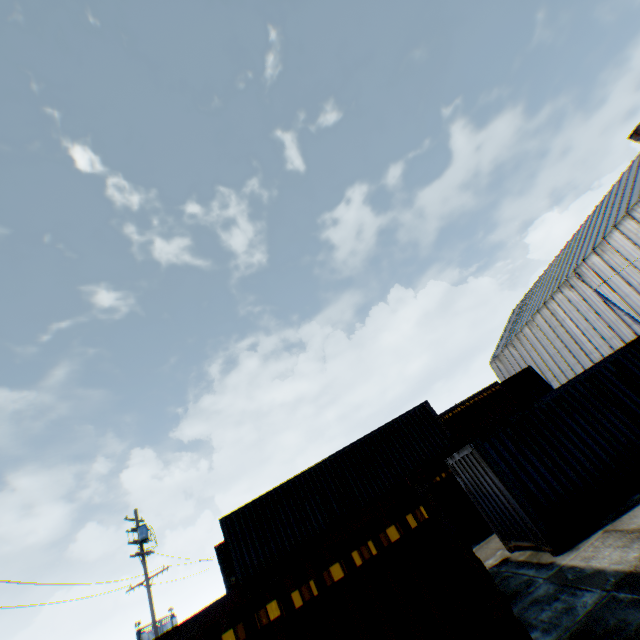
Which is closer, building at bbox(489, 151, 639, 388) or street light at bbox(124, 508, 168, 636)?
street light at bbox(124, 508, 168, 636)

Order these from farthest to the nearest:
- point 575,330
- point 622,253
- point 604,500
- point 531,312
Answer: point 531,312
point 575,330
point 622,253
point 604,500

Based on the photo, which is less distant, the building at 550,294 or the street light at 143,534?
the street light at 143,534
